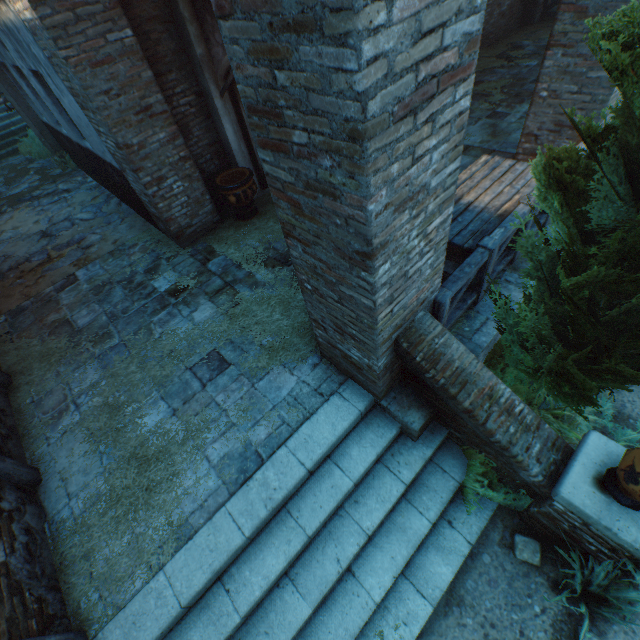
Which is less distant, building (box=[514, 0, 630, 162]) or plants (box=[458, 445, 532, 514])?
plants (box=[458, 445, 532, 514])

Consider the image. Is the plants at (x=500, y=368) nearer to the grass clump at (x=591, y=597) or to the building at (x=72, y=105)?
the grass clump at (x=591, y=597)

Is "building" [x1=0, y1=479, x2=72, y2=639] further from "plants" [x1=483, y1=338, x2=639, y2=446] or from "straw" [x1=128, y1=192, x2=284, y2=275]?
"plants" [x1=483, y1=338, x2=639, y2=446]

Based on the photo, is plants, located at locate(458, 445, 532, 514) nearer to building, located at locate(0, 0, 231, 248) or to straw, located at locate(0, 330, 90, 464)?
straw, located at locate(0, 330, 90, 464)

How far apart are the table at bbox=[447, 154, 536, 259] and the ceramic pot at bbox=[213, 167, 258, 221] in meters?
3.2 m

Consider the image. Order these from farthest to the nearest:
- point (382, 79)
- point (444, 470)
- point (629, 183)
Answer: point (444, 470), point (629, 183), point (382, 79)

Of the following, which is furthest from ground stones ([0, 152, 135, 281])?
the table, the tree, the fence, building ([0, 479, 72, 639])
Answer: the tree

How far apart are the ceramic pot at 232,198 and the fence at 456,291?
4.3 meters
